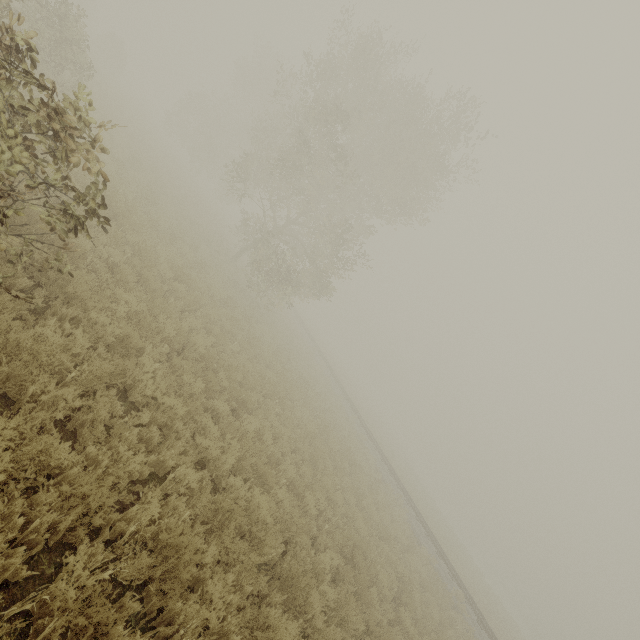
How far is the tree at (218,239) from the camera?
19.9 meters

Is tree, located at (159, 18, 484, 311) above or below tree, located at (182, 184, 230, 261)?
above

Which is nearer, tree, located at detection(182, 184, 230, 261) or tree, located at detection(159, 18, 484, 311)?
tree, located at detection(159, 18, 484, 311)

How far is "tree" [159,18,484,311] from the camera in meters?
18.5 m

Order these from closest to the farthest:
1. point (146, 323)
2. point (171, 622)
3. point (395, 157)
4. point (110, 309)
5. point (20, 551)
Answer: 1. point (20, 551)
2. point (171, 622)
3. point (110, 309)
4. point (146, 323)
5. point (395, 157)
